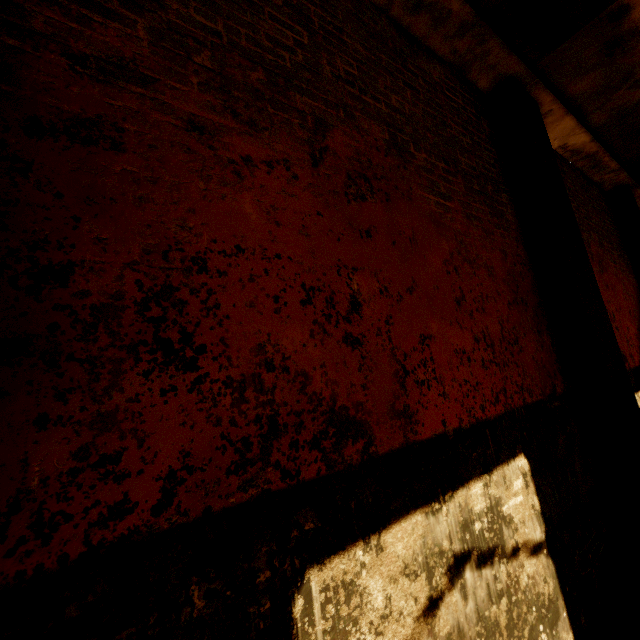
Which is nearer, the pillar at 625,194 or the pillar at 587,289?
the pillar at 587,289

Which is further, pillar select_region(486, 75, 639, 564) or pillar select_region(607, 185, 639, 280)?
pillar select_region(607, 185, 639, 280)

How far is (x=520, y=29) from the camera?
3.31m
